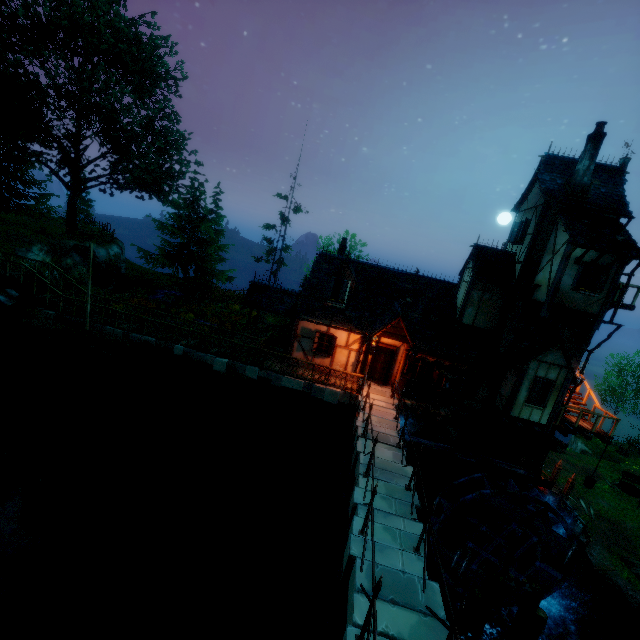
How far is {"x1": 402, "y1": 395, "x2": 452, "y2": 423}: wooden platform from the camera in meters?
16.1

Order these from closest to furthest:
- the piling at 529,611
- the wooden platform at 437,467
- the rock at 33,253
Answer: the piling at 529,611
the wooden platform at 437,467
the rock at 33,253

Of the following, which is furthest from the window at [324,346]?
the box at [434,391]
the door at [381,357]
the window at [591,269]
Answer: the window at [591,269]

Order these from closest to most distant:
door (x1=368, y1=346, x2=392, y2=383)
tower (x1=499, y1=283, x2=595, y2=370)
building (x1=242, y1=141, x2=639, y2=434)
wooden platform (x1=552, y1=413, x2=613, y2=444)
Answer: building (x1=242, y1=141, x2=639, y2=434), wooden platform (x1=552, y1=413, x2=613, y2=444), tower (x1=499, y1=283, x2=595, y2=370), door (x1=368, y1=346, x2=392, y2=383)

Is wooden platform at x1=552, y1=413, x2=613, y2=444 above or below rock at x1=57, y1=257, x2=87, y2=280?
below

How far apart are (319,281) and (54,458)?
14.4 meters

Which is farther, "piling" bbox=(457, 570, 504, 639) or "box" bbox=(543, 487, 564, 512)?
"box" bbox=(543, 487, 564, 512)

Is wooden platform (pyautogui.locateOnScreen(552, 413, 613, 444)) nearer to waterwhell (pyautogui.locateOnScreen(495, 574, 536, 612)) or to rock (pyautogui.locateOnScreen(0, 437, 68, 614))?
waterwhell (pyautogui.locateOnScreen(495, 574, 536, 612))
